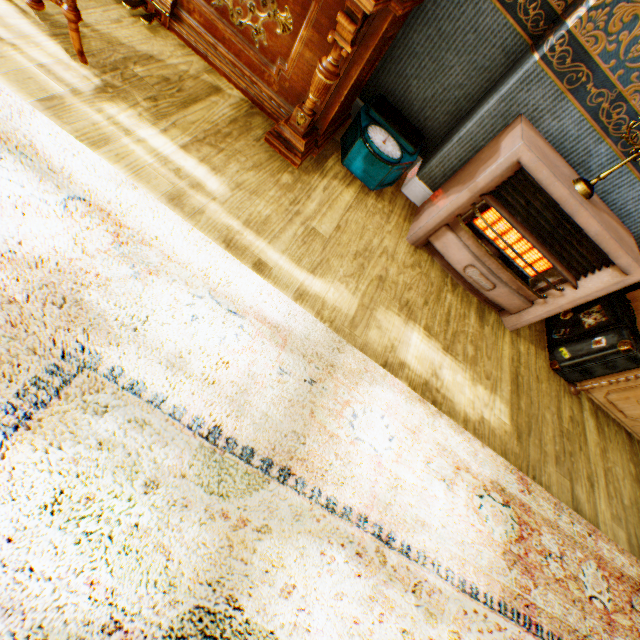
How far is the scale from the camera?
2.23m

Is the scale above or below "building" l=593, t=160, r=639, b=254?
below

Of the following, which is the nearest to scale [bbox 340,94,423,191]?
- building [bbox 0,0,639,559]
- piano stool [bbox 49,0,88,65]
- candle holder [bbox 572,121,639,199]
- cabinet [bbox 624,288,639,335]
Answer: building [bbox 0,0,639,559]

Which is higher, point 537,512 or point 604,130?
point 604,130

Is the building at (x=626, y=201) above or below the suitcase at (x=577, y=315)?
above

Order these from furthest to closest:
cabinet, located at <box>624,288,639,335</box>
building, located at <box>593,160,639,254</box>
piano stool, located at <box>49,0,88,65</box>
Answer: cabinet, located at <box>624,288,639,335</box> → building, located at <box>593,160,639,254</box> → piano stool, located at <box>49,0,88,65</box>

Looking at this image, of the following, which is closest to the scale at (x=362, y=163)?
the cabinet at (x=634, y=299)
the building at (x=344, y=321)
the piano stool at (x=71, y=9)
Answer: the building at (x=344, y=321)

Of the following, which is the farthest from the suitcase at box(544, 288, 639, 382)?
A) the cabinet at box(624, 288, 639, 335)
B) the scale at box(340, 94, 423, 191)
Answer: the scale at box(340, 94, 423, 191)
